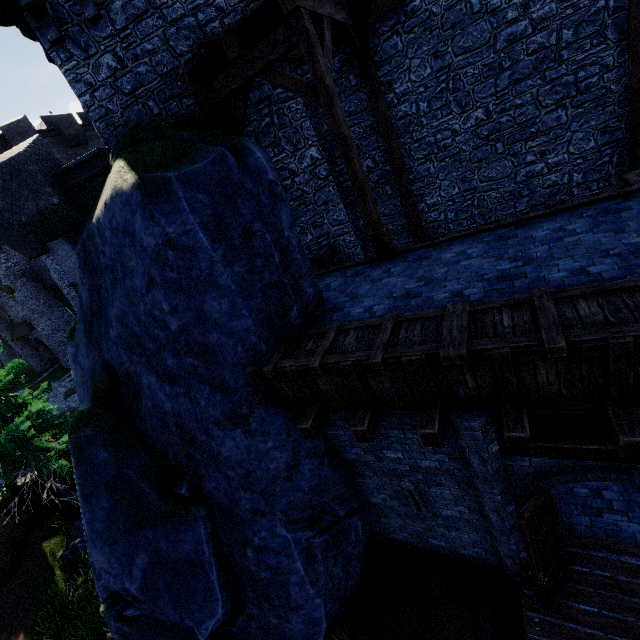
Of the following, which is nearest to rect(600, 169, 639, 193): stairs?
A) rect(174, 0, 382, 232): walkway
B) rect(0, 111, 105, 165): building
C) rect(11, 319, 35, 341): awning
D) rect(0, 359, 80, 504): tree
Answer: rect(174, 0, 382, 232): walkway

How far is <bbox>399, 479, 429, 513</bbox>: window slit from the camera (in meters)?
5.91

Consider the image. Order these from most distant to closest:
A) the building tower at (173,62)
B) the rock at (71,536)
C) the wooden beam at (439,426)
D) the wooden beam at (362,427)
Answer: the rock at (71,536), the building tower at (173,62), the wooden beam at (362,427), the wooden beam at (439,426)

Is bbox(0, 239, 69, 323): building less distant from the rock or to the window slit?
the rock

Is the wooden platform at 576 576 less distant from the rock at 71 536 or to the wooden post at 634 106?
the wooden post at 634 106

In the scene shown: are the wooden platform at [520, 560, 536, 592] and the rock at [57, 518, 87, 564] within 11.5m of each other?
no

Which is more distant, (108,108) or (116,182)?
(108,108)

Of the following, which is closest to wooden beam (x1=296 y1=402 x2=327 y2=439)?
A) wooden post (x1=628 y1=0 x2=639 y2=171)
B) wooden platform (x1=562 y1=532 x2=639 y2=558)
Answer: wooden platform (x1=562 y1=532 x2=639 y2=558)
